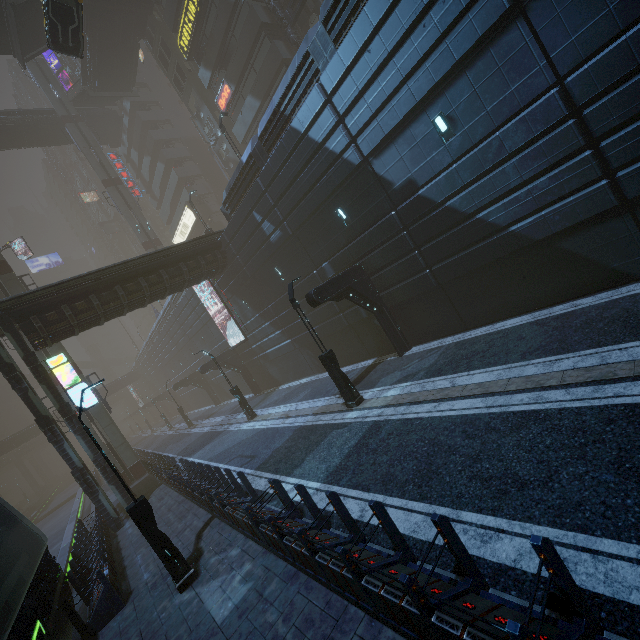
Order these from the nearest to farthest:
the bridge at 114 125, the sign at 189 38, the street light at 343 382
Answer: the street light at 343 382 → the sign at 189 38 → the bridge at 114 125

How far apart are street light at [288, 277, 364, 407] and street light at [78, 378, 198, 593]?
6.67m

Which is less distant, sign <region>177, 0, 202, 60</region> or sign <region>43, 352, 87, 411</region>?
sign <region>43, 352, 87, 411</region>

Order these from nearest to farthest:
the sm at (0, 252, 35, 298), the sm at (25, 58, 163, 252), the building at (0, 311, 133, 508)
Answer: the building at (0, 311, 133, 508), the sm at (0, 252, 35, 298), the sm at (25, 58, 163, 252)

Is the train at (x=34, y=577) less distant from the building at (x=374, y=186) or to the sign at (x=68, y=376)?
the building at (x=374, y=186)

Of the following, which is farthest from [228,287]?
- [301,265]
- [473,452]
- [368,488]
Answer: [473,452]

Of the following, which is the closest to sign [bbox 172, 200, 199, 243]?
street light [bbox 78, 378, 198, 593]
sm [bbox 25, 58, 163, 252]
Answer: sm [bbox 25, 58, 163, 252]

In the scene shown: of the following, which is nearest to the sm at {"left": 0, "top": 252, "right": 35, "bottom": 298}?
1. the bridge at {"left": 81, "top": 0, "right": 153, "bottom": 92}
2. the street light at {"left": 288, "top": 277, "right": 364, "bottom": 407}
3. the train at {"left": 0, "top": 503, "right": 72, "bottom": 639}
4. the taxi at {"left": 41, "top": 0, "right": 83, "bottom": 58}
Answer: the train at {"left": 0, "top": 503, "right": 72, "bottom": 639}
